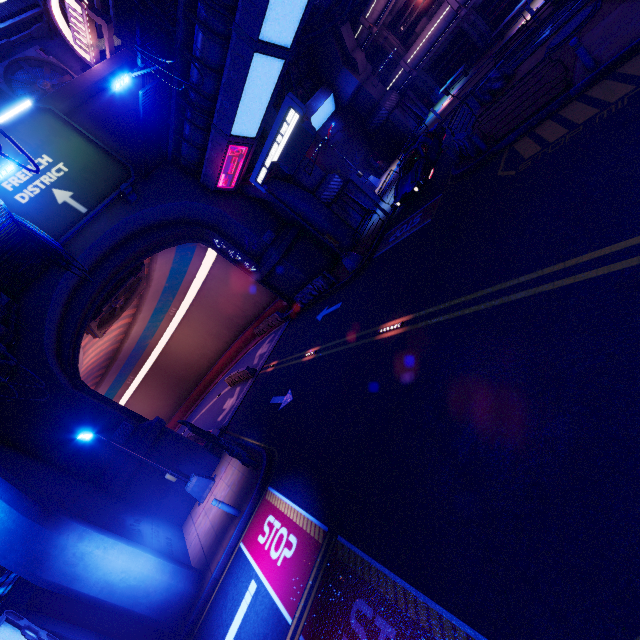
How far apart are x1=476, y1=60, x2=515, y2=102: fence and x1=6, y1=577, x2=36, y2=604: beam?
25.8m

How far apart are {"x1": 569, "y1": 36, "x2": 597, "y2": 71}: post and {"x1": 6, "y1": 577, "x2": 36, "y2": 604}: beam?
21.87m

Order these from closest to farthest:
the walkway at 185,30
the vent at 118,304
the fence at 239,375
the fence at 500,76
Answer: the walkway at 185,30
the fence at 500,76
the vent at 118,304
the fence at 239,375

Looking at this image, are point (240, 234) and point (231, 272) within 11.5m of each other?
yes

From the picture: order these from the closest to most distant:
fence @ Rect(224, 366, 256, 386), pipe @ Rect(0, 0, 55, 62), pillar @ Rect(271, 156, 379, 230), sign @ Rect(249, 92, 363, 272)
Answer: sign @ Rect(249, 92, 363, 272)
pipe @ Rect(0, 0, 55, 62)
pillar @ Rect(271, 156, 379, 230)
fence @ Rect(224, 366, 256, 386)

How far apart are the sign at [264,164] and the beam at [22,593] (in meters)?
16.96

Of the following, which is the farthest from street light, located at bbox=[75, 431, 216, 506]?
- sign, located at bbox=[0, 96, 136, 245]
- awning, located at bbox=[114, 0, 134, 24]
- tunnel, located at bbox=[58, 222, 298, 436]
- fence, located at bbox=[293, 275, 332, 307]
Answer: awning, located at bbox=[114, 0, 134, 24]

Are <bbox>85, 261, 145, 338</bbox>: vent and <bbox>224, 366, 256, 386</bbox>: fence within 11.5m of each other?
yes
